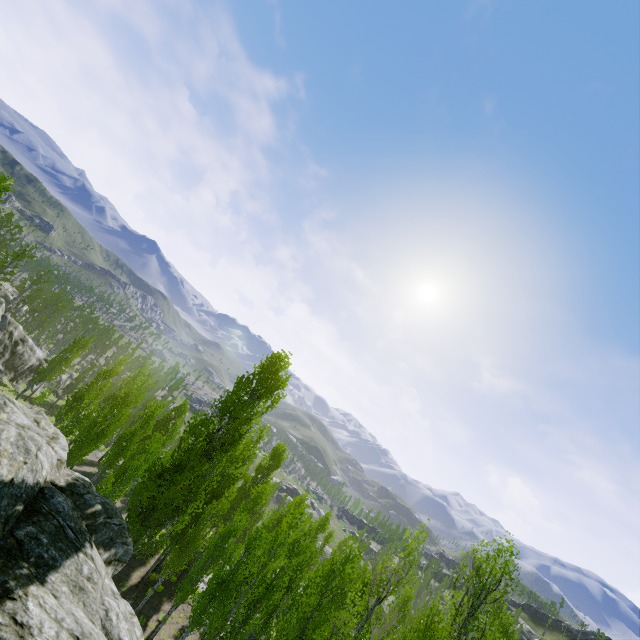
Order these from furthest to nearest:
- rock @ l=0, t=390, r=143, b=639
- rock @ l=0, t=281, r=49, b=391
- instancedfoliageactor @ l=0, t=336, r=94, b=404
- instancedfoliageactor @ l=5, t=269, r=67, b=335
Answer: instancedfoliageactor @ l=5, t=269, r=67, b=335 → rock @ l=0, t=281, r=49, b=391 → instancedfoliageactor @ l=0, t=336, r=94, b=404 → rock @ l=0, t=390, r=143, b=639

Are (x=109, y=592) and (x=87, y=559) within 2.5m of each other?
yes

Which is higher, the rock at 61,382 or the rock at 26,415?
the rock at 26,415

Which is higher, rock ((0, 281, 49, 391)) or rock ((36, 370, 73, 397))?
rock ((0, 281, 49, 391))

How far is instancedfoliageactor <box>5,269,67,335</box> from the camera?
49.9 meters

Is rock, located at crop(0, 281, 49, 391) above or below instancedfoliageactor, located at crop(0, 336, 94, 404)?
below

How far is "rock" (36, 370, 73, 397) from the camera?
53.0m
